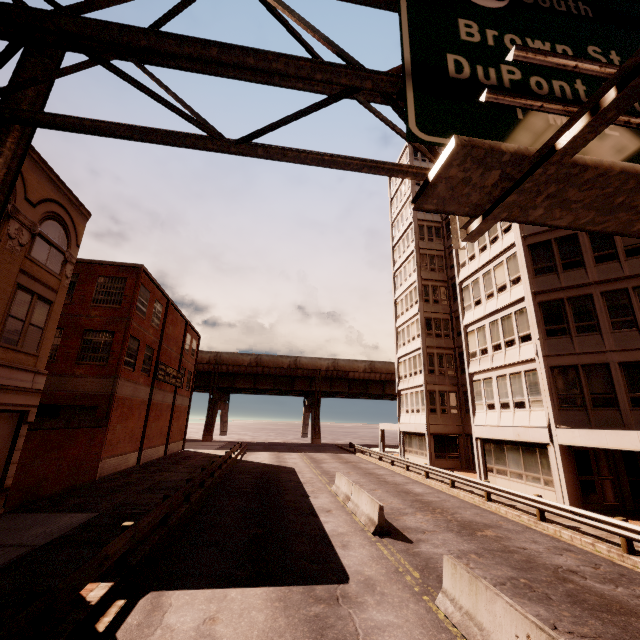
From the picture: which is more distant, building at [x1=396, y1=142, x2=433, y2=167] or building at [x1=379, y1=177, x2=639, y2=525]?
building at [x1=396, y1=142, x2=433, y2=167]

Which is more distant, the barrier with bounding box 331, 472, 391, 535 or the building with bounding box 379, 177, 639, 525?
the building with bounding box 379, 177, 639, 525

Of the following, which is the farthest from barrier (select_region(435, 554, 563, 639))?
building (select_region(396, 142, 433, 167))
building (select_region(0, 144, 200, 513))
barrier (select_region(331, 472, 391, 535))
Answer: building (select_region(0, 144, 200, 513))

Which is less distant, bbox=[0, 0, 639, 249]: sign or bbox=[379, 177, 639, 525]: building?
bbox=[0, 0, 639, 249]: sign

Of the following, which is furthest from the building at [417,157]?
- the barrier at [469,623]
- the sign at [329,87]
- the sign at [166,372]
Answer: the sign at [166,372]

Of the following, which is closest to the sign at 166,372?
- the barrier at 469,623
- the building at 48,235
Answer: the building at 48,235

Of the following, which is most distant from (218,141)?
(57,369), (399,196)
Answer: (399,196)

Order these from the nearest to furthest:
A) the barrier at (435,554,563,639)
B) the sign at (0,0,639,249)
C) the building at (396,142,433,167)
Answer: the sign at (0,0,639,249) < the barrier at (435,554,563,639) < the building at (396,142,433,167)
